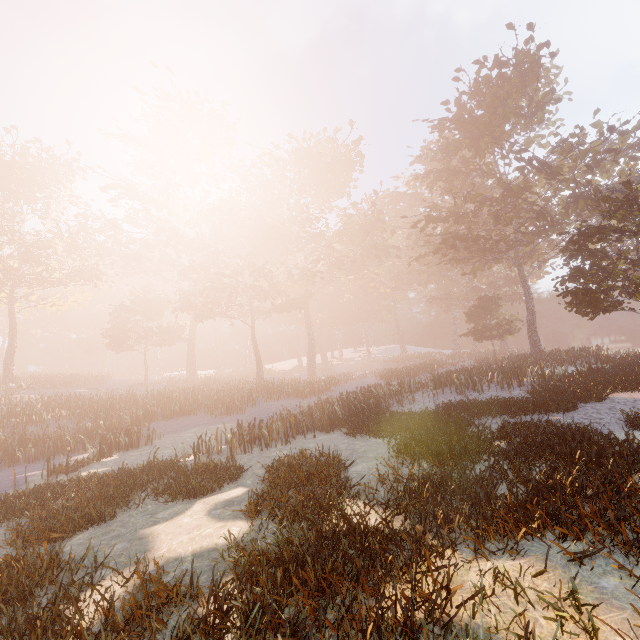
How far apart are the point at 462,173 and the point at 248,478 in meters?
32.4
